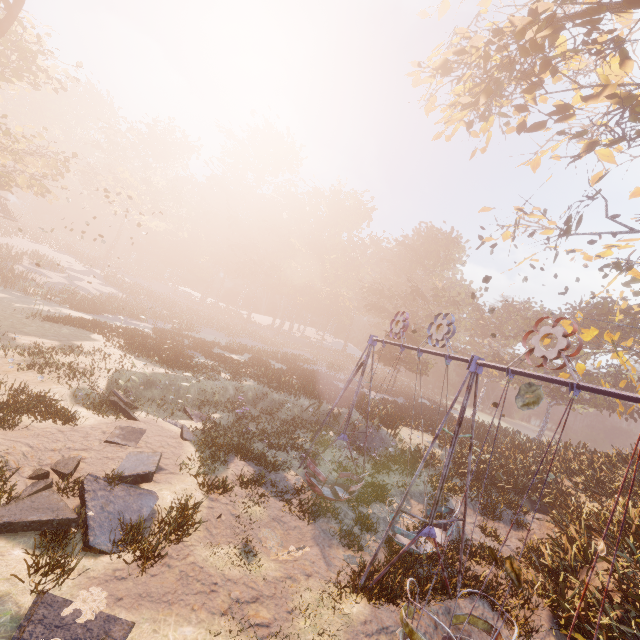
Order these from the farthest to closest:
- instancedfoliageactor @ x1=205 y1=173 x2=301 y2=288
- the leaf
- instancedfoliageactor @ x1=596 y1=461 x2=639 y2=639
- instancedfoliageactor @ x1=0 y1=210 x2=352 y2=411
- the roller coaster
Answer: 1. instancedfoliageactor @ x1=205 y1=173 x2=301 y2=288
2. instancedfoliageactor @ x1=0 y1=210 x2=352 y2=411
3. the roller coaster
4. instancedfoliageactor @ x1=596 y1=461 x2=639 y2=639
5. the leaf

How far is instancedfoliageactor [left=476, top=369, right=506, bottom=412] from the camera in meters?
48.7

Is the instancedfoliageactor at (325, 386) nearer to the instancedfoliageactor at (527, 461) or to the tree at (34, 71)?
the tree at (34, 71)

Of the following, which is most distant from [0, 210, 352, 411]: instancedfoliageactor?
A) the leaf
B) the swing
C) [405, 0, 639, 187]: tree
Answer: [405, 0, 639, 187]: tree

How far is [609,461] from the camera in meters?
17.4 m

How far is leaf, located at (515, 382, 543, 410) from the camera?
3.5 meters

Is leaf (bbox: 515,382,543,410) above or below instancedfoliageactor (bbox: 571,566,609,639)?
above

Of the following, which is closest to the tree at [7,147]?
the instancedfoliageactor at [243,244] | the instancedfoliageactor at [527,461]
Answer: the instancedfoliageactor at [243,244]
